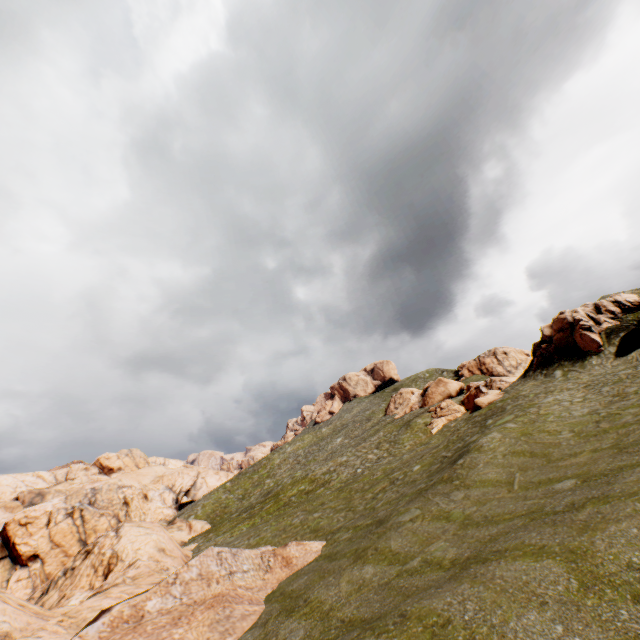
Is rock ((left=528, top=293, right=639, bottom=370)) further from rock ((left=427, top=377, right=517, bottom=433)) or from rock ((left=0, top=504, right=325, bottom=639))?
rock ((left=0, top=504, right=325, bottom=639))

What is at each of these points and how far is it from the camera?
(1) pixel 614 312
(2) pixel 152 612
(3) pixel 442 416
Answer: (1) rock, 31.23m
(2) rock, 12.58m
(3) rock, 54.41m

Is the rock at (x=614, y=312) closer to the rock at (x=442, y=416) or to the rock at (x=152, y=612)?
the rock at (x=442, y=416)

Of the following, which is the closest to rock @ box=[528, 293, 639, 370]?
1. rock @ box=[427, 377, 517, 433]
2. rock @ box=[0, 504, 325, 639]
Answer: rock @ box=[427, 377, 517, 433]

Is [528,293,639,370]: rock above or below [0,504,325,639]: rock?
above
